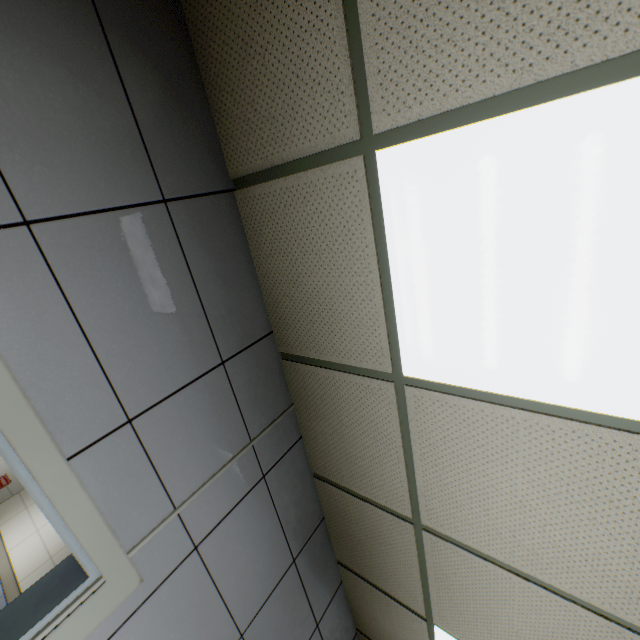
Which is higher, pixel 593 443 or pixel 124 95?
pixel 593 443
